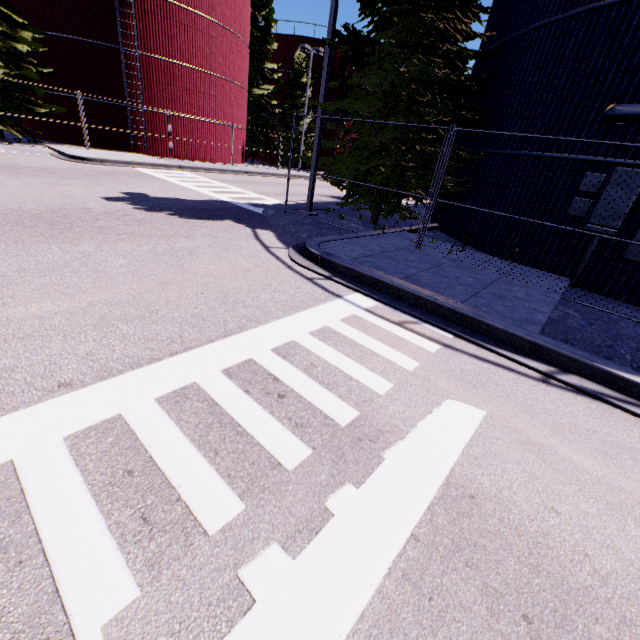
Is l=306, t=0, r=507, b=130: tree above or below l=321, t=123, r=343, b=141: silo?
below

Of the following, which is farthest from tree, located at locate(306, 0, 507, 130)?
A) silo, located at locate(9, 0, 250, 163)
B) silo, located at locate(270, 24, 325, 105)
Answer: silo, located at locate(270, 24, 325, 105)

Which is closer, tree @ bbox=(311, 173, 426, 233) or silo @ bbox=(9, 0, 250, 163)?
tree @ bbox=(311, 173, 426, 233)

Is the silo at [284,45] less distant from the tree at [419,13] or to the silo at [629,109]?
the silo at [629,109]

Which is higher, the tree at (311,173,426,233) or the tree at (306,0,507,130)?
the tree at (306,0,507,130)

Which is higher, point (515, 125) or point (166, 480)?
point (515, 125)
